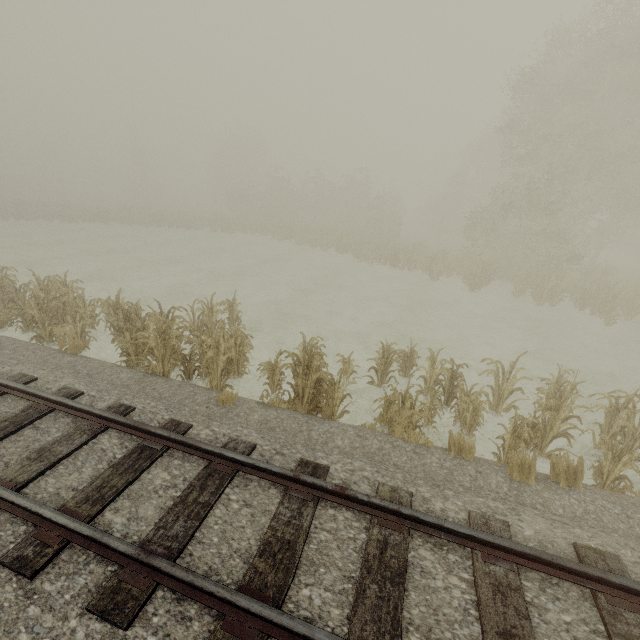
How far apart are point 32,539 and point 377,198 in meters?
33.3 m

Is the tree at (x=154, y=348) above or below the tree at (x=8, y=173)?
below

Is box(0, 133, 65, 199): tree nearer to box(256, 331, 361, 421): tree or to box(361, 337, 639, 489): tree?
box(256, 331, 361, 421): tree

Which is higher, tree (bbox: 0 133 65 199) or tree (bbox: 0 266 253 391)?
tree (bbox: 0 133 65 199)

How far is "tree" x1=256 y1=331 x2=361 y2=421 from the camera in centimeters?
664cm

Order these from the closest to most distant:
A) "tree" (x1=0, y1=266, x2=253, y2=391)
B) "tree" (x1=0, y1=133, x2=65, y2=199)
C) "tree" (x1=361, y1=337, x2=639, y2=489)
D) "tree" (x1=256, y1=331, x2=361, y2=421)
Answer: "tree" (x1=361, y1=337, x2=639, y2=489) → "tree" (x1=256, y1=331, x2=361, y2=421) → "tree" (x1=0, y1=266, x2=253, y2=391) → "tree" (x1=0, y1=133, x2=65, y2=199)

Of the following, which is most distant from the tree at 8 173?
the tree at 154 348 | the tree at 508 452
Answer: the tree at 508 452
